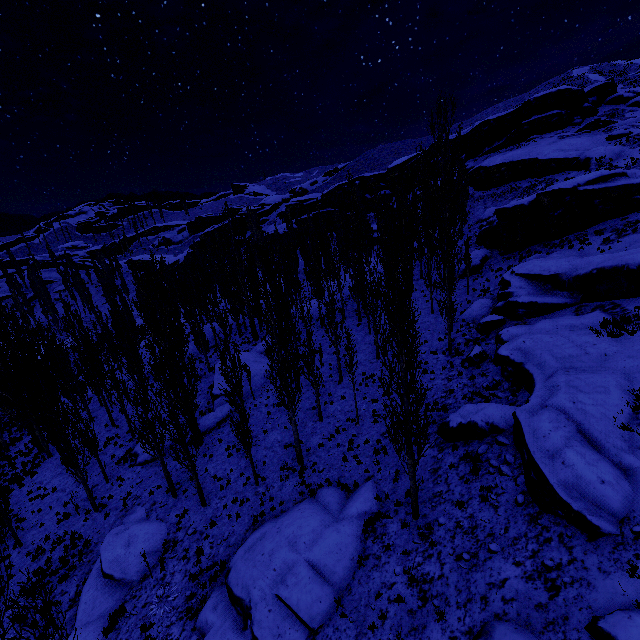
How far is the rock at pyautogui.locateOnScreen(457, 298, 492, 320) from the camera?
25.6m

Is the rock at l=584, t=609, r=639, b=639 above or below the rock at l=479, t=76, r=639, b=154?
below

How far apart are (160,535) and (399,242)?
18.0m

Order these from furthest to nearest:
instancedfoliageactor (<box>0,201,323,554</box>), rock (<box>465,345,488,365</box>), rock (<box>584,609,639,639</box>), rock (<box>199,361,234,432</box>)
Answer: rock (<box>199,361,234,432</box>) → rock (<box>465,345,488,365</box>) → instancedfoliageactor (<box>0,201,323,554</box>) → rock (<box>584,609,639,639</box>)

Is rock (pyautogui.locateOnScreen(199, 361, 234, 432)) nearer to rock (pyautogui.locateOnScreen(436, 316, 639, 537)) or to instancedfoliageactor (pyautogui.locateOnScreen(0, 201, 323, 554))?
instancedfoliageactor (pyautogui.locateOnScreen(0, 201, 323, 554))

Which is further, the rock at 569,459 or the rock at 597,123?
the rock at 597,123

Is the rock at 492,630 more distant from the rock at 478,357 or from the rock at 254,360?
the rock at 254,360

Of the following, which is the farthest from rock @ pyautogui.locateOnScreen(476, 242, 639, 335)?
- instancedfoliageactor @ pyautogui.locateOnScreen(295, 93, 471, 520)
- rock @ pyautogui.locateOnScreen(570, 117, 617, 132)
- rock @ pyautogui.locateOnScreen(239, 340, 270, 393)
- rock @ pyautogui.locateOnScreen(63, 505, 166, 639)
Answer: rock @ pyautogui.locateOnScreen(239, 340, 270, 393)
